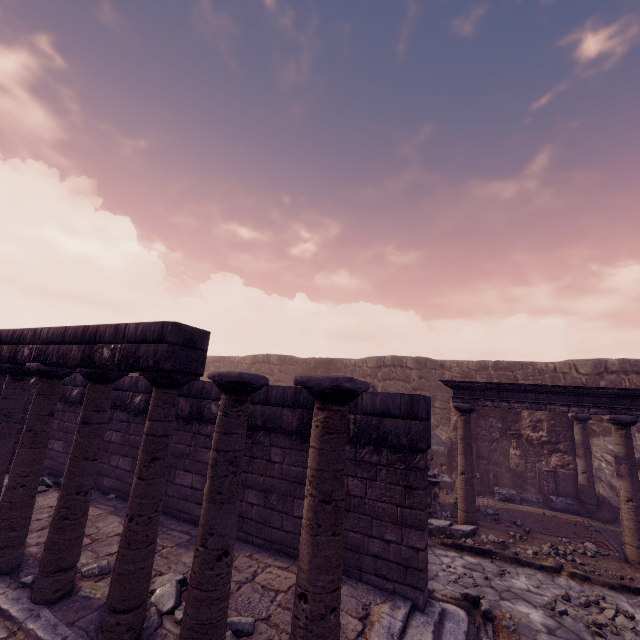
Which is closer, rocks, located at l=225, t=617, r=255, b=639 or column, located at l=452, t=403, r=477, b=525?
rocks, located at l=225, t=617, r=255, b=639

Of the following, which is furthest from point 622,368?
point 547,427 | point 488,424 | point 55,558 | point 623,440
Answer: point 55,558

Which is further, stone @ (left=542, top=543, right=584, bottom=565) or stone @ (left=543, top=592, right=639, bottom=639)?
stone @ (left=542, top=543, right=584, bottom=565)

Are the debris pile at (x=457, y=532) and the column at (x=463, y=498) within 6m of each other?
yes

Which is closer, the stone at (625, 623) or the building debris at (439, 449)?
the stone at (625, 623)

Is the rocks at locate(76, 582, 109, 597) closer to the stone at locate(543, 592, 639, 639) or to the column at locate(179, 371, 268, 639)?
the column at locate(179, 371, 268, 639)

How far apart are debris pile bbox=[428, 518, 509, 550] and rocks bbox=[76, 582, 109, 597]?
5.86m

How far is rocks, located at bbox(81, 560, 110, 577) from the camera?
4.00m
